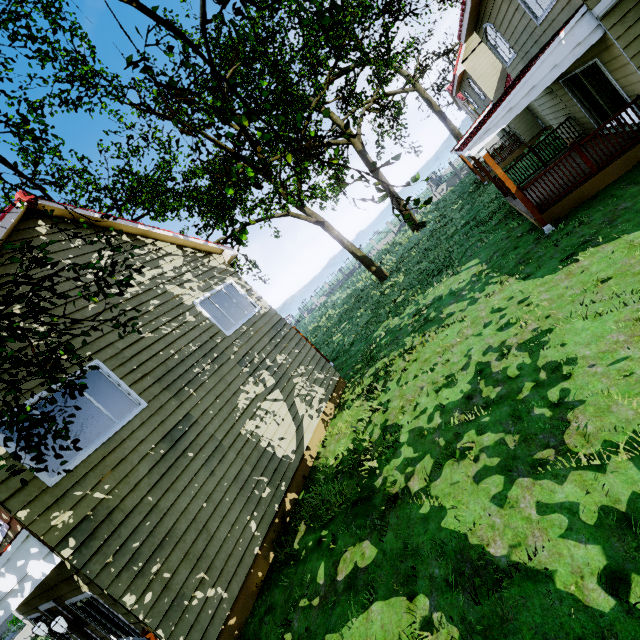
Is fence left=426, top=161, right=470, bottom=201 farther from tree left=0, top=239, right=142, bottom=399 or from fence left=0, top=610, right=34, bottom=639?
fence left=0, top=610, right=34, bottom=639

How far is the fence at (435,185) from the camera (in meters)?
37.00

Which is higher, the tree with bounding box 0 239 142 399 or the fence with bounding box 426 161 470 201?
the tree with bounding box 0 239 142 399

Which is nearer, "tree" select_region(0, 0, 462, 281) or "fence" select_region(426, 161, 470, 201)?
"tree" select_region(0, 0, 462, 281)

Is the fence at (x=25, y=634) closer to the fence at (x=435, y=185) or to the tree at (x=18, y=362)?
the tree at (x=18, y=362)

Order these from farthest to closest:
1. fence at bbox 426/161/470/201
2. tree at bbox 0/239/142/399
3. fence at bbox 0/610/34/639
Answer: fence at bbox 426/161/470/201 < fence at bbox 0/610/34/639 < tree at bbox 0/239/142/399

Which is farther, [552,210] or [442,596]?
[552,210]
